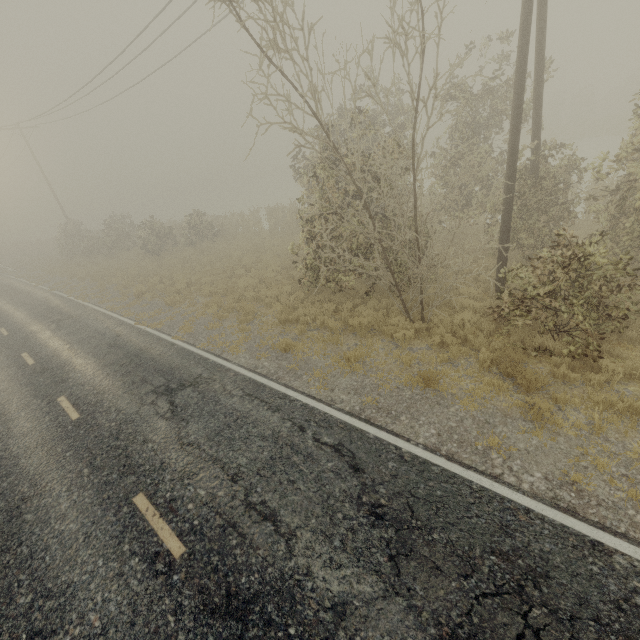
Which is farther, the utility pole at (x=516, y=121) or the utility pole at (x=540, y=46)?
the utility pole at (x=540, y=46)

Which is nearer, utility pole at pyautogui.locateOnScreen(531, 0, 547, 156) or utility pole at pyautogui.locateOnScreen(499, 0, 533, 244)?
utility pole at pyautogui.locateOnScreen(499, 0, 533, 244)

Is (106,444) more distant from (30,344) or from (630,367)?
(630,367)
